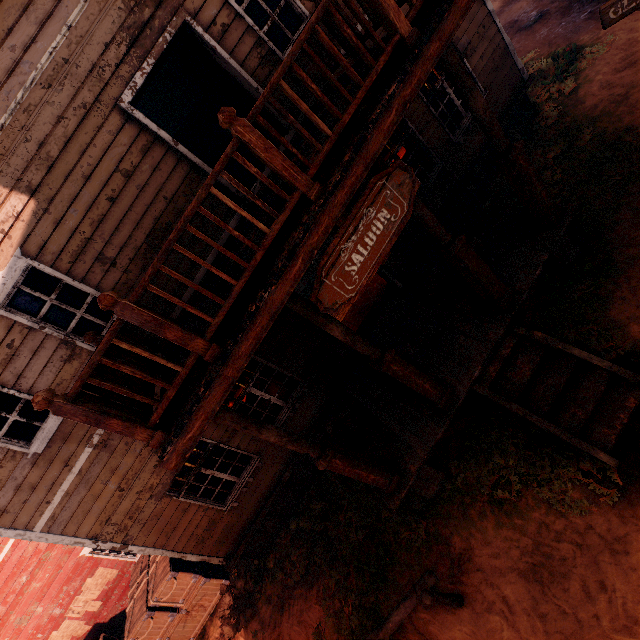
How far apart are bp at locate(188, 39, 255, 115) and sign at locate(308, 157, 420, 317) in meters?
4.0 m

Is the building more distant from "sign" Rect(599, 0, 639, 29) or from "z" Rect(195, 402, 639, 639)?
"sign" Rect(599, 0, 639, 29)

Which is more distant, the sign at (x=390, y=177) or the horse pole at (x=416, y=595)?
the horse pole at (x=416, y=595)

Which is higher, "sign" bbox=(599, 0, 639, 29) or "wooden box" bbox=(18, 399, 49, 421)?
"wooden box" bbox=(18, 399, 49, 421)

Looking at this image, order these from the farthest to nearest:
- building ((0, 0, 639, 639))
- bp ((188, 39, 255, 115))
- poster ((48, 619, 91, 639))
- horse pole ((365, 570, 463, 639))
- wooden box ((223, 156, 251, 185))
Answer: poster ((48, 619, 91, 639)) < wooden box ((223, 156, 251, 185)) < bp ((188, 39, 255, 115)) < horse pole ((365, 570, 463, 639)) < building ((0, 0, 639, 639))

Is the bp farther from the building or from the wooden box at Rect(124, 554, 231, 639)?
the wooden box at Rect(124, 554, 231, 639)

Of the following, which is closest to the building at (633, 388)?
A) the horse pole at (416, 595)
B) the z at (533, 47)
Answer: the z at (533, 47)

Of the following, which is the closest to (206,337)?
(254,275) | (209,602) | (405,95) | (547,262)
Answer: (254,275)
